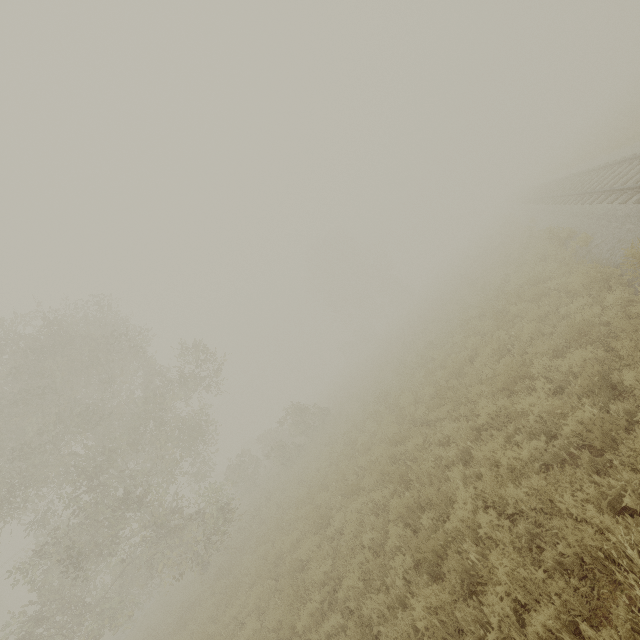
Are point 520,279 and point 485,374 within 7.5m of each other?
yes
